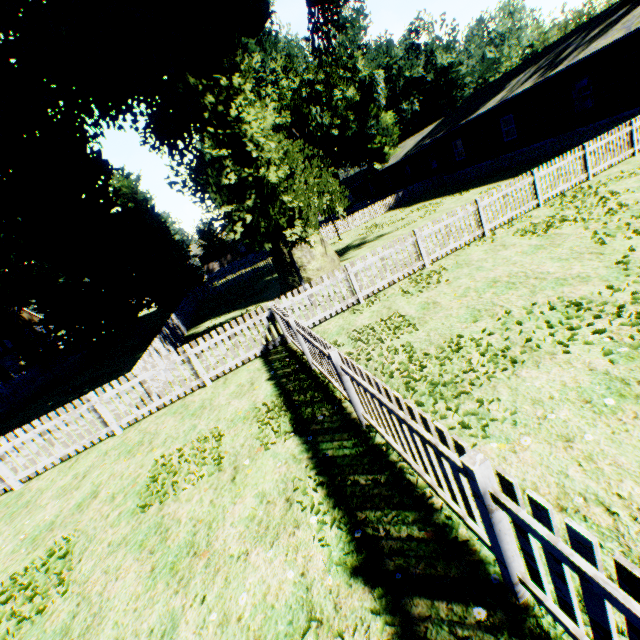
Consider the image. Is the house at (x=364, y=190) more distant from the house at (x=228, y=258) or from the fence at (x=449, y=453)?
the house at (x=228, y=258)

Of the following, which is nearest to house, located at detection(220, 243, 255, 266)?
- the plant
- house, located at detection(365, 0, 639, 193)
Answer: the plant

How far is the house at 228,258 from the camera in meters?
56.6

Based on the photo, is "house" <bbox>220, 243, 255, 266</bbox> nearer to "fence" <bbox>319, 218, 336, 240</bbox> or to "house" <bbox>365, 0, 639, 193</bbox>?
"fence" <bbox>319, 218, 336, 240</bbox>

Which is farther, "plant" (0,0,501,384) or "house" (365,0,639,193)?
"house" (365,0,639,193)

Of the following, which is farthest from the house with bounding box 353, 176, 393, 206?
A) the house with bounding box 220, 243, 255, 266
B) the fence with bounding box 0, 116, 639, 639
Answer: the house with bounding box 220, 243, 255, 266

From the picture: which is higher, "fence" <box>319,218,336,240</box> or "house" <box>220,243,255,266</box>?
"house" <box>220,243,255,266</box>

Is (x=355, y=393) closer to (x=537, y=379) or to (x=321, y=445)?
(x=321, y=445)
